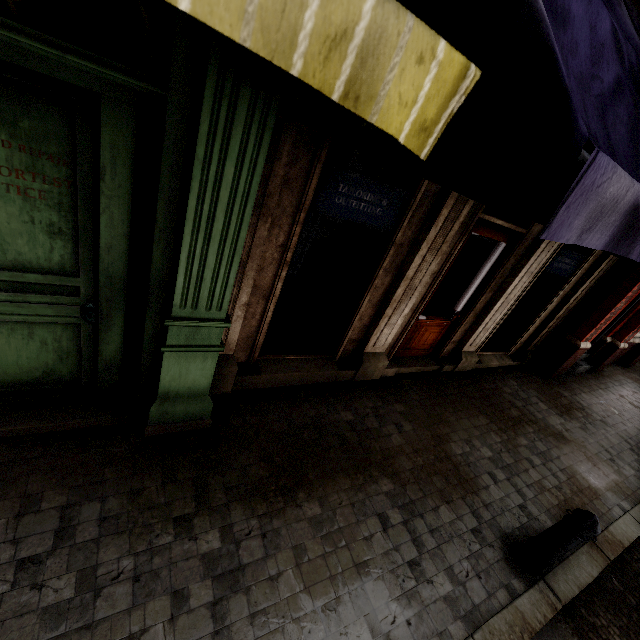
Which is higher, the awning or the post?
the awning

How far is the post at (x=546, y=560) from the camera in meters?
3.1 m

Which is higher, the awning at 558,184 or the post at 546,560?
the awning at 558,184

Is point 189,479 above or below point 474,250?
below

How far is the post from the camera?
3.1 meters

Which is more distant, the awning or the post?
the post
